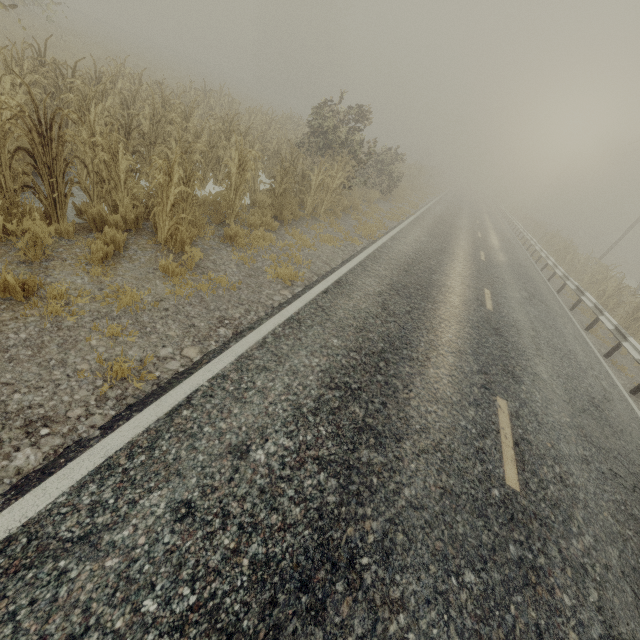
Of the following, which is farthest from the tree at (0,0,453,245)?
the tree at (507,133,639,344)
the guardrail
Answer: the guardrail

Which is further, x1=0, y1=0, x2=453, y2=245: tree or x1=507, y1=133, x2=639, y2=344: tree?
x1=507, y1=133, x2=639, y2=344: tree

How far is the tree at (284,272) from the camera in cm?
606

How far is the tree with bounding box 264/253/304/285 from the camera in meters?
6.1 m

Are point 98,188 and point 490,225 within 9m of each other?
no

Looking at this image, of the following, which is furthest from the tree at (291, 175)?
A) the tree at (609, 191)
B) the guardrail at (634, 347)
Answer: the guardrail at (634, 347)

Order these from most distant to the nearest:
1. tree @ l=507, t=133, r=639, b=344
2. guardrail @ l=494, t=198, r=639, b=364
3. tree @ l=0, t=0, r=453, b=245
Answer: tree @ l=507, t=133, r=639, b=344 → guardrail @ l=494, t=198, r=639, b=364 → tree @ l=0, t=0, r=453, b=245
